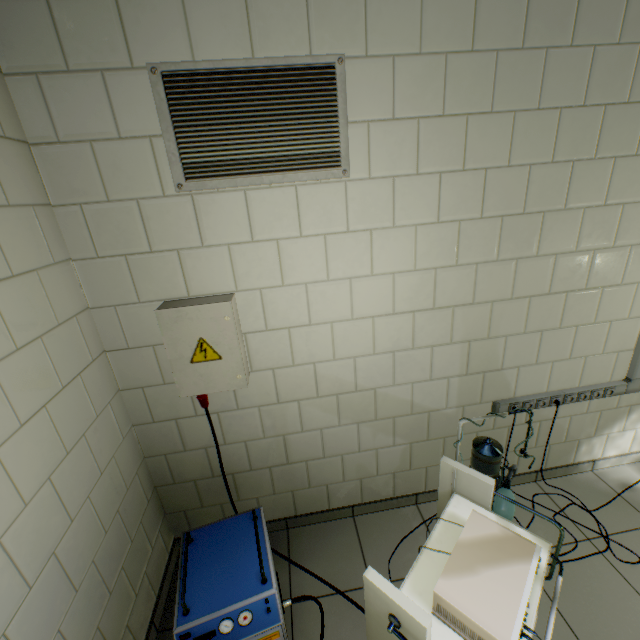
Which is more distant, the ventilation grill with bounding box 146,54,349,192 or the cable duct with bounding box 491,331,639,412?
the cable duct with bounding box 491,331,639,412

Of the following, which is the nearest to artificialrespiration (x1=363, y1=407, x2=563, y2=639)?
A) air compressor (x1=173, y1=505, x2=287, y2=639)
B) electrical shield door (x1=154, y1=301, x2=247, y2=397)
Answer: air compressor (x1=173, y1=505, x2=287, y2=639)

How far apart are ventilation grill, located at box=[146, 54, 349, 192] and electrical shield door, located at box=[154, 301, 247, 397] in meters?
0.5

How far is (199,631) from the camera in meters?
1.3

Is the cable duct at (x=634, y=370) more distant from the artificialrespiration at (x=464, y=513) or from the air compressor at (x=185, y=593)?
the air compressor at (x=185, y=593)

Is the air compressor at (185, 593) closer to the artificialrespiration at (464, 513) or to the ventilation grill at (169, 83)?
the artificialrespiration at (464, 513)

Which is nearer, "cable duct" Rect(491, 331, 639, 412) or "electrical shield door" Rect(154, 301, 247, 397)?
"electrical shield door" Rect(154, 301, 247, 397)

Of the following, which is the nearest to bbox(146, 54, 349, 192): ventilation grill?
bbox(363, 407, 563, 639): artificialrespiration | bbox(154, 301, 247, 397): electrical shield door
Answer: bbox(154, 301, 247, 397): electrical shield door
